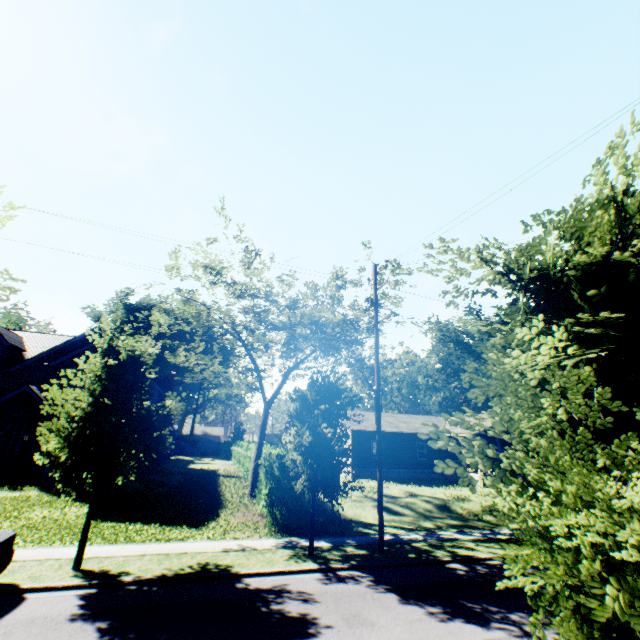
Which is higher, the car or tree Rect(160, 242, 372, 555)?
tree Rect(160, 242, 372, 555)

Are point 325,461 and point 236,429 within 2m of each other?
no

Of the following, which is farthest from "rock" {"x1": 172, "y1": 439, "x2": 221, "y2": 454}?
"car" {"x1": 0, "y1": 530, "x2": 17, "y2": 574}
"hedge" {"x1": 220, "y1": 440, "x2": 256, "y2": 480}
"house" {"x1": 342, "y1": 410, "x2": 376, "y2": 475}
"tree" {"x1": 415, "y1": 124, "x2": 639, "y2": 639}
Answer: "car" {"x1": 0, "y1": 530, "x2": 17, "y2": 574}

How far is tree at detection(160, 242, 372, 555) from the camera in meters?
11.4

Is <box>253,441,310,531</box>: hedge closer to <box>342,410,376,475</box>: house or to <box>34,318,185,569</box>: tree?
<box>34,318,185,569</box>: tree

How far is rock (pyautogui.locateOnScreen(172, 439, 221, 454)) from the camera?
52.40m

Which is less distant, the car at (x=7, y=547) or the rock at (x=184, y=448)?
the car at (x=7, y=547)

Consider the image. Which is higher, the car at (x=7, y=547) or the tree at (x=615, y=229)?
the tree at (x=615, y=229)
